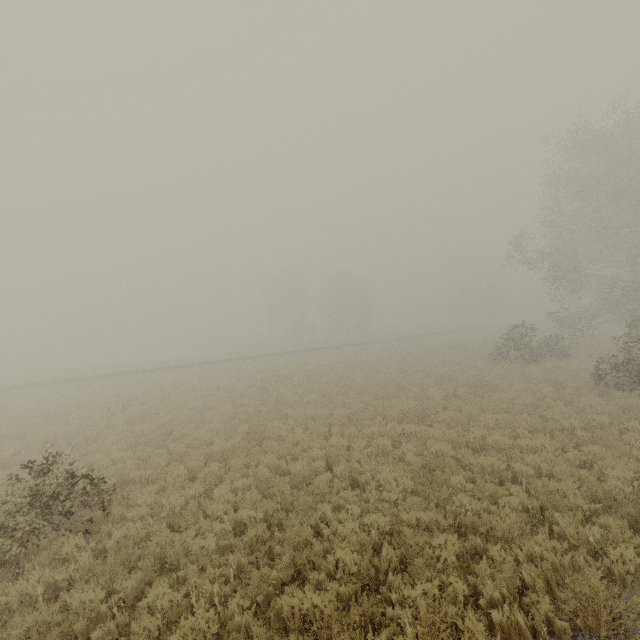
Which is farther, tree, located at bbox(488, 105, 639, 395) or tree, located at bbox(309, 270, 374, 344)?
tree, located at bbox(309, 270, 374, 344)

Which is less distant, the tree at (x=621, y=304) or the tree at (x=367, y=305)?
the tree at (x=621, y=304)

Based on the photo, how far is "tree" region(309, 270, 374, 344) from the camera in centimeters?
5406cm

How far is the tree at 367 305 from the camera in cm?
5406

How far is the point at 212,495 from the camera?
8.91m
